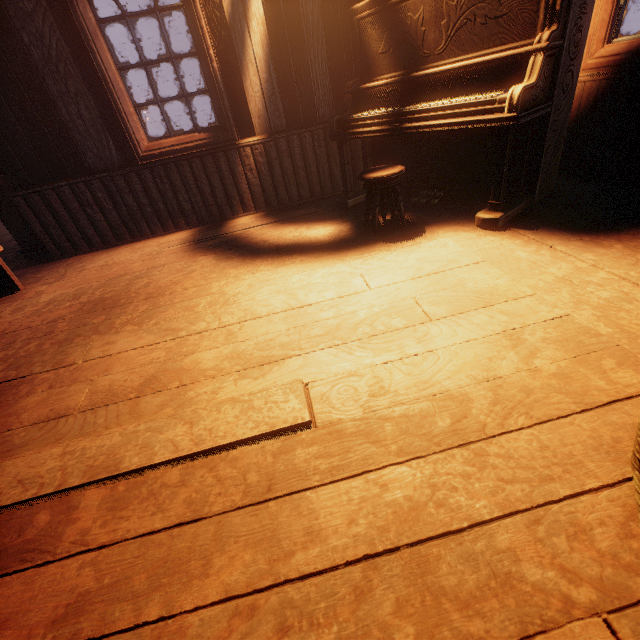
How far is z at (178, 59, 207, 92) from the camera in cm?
3347

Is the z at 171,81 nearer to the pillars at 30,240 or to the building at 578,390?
the building at 578,390

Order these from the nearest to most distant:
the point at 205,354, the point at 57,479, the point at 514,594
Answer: the point at 514,594 < the point at 57,479 < the point at 205,354

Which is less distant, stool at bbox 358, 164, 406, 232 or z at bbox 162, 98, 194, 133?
stool at bbox 358, 164, 406, 232

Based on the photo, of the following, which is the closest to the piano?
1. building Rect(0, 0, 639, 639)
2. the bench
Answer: building Rect(0, 0, 639, 639)

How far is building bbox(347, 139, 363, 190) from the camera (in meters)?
4.09

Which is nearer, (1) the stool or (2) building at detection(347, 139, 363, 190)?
(1) the stool

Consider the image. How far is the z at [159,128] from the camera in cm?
2989
